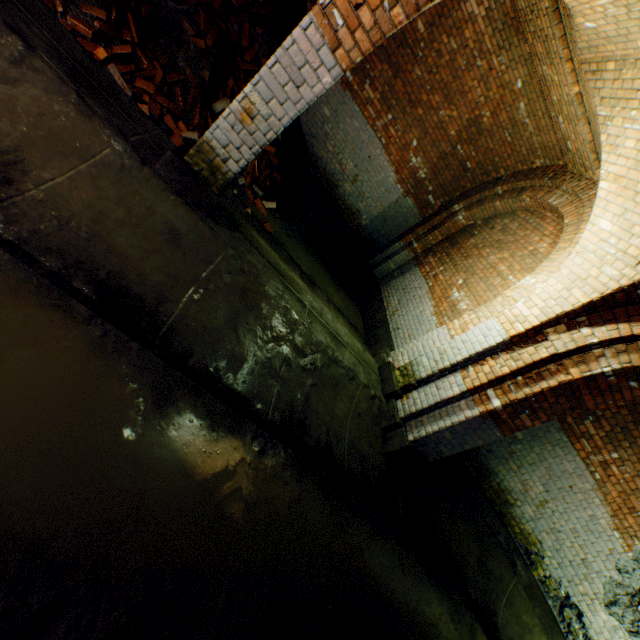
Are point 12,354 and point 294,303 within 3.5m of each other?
yes

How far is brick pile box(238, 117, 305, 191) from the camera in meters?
6.1 m

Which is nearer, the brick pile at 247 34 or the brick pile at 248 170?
the brick pile at 247 34

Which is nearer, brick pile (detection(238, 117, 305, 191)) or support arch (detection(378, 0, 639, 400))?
support arch (detection(378, 0, 639, 400))

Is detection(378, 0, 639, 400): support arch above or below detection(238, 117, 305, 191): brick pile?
above

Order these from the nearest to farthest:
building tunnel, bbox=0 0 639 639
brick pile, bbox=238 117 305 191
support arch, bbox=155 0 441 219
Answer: building tunnel, bbox=0 0 639 639 → support arch, bbox=155 0 441 219 → brick pile, bbox=238 117 305 191

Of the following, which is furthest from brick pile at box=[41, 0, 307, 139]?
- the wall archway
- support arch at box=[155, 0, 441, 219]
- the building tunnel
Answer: the wall archway

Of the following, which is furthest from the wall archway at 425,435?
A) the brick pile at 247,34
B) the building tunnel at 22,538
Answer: the brick pile at 247,34
